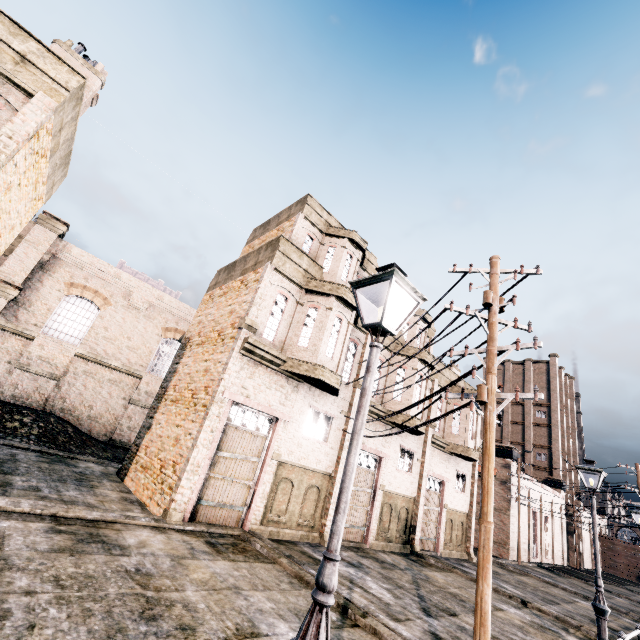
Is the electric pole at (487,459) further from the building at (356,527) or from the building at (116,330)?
the building at (116,330)

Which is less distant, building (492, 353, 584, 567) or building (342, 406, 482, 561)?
building (342, 406, 482, 561)

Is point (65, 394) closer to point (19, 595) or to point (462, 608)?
point (19, 595)

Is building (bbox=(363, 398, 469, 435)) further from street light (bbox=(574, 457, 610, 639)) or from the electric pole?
street light (bbox=(574, 457, 610, 639))

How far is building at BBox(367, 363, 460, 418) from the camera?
18.4m

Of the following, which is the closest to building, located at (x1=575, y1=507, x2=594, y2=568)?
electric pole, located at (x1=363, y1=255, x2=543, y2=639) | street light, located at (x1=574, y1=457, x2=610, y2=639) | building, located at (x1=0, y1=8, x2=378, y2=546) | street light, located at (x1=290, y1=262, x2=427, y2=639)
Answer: electric pole, located at (x1=363, y1=255, x2=543, y2=639)

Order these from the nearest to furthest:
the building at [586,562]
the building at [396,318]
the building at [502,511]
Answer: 1. the building at [396,318]
2. the building at [502,511]
3. the building at [586,562]

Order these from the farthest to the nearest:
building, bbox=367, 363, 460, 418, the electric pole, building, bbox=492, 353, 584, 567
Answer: building, bbox=492, 353, 584, 567 < building, bbox=367, 363, 460, 418 < the electric pole
